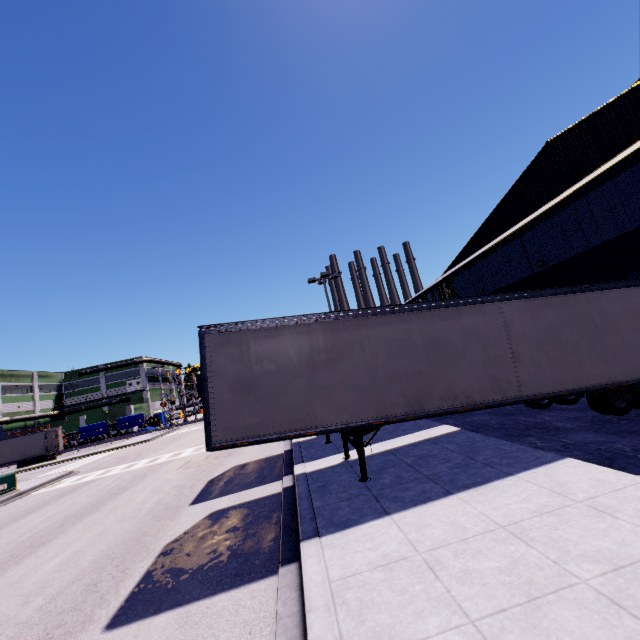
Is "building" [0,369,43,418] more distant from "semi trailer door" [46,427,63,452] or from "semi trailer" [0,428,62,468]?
"semi trailer door" [46,427,63,452]

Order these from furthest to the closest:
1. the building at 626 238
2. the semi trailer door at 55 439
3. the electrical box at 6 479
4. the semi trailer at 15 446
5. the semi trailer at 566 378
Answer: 1. the semi trailer door at 55 439
2. the semi trailer at 15 446
3. the electrical box at 6 479
4. the building at 626 238
5. the semi trailer at 566 378

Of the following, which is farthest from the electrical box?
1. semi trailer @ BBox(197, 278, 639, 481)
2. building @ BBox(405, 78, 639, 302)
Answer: building @ BBox(405, 78, 639, 302)

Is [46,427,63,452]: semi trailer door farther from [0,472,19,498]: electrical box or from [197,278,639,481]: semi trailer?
[0,472,19,498]: electrical box

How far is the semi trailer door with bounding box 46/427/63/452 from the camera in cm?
3659

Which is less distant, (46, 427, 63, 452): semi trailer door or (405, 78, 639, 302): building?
(405, 78, 639, 302): building

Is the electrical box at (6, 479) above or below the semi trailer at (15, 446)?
below

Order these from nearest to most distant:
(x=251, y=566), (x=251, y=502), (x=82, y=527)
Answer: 1. (x=251, y=566)
2. (x=251, y=502)
3. (x=82, y=527)
